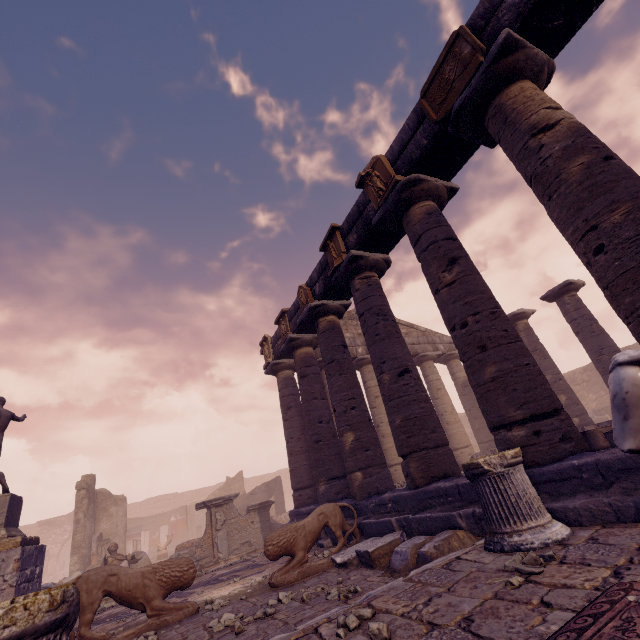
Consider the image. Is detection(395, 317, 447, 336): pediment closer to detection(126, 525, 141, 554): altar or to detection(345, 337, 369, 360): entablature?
detection(345, 337, 369, 360): entablature

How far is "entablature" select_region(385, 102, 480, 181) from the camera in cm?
590

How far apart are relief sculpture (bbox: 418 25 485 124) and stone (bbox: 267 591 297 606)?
8.1m

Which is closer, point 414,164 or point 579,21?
point 579,21

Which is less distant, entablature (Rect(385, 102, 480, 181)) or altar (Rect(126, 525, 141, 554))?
entablature (Rect(385, 102, 480, 181))

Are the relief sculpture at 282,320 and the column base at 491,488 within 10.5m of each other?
yes

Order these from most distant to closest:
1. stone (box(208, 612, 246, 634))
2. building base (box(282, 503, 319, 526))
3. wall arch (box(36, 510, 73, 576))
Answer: wall arch (box(36, 510, 73, 576)), building base (box(282, 503, 319, 526)), stone (box(208, 612, 246, 634))

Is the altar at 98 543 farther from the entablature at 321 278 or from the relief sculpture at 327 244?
the relief sculpture at 327 244
